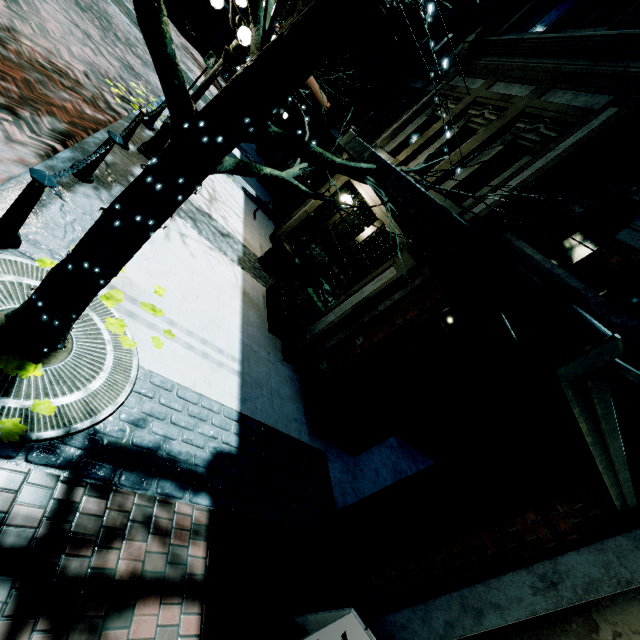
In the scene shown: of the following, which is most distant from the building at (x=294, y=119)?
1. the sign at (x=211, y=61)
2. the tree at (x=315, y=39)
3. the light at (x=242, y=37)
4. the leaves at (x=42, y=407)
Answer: the sign at (x=211, y=61)

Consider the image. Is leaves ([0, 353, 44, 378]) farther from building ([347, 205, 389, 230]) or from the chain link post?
building ([347, 205, 389, 230])

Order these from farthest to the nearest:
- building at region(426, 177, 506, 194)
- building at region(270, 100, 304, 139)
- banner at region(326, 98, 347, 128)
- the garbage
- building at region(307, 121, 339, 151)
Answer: building at region(270, 100, 304, 139) → building at region(307, 121, 339, 151) → banner at region(326, 98, 347, 128) → the garbage → building at region(426, 177, 506, 194)

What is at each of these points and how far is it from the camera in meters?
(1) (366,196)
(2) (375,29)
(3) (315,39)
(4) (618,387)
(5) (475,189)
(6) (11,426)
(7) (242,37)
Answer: (1) building, 7.4
(2) building, 15.2
(3) tree, 1.9
(4) building, 3.1
(5) building, 5.6
(6) leaves, 2.3
(7) light, 5.3

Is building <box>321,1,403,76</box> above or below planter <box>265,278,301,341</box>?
above

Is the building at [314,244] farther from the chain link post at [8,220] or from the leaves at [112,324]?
the chain link post at [8,220]

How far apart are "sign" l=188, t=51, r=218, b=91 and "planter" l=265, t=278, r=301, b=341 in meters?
7.9 m

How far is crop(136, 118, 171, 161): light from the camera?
6.4 meters
